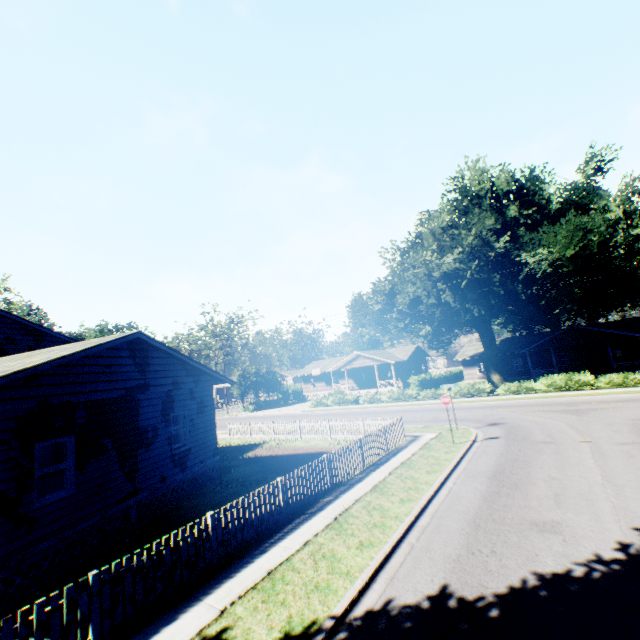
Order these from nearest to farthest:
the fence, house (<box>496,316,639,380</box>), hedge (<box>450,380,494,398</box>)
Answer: the fence
hedge (<box>450,380,494,398</box>)
house (<box>496,316,639,380</box>)

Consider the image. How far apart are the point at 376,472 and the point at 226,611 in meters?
7.9 m

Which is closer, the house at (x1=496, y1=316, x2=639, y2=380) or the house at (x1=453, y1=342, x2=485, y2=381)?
the house at (x1=496, y1=316, x2=639, y2=380)

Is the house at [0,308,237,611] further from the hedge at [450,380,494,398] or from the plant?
the hedge at [450,380,494,398]

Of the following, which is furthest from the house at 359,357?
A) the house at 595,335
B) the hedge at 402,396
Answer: the hedge at 402,396

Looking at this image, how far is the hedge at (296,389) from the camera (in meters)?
48.09

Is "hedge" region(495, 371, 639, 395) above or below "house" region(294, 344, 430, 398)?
below
